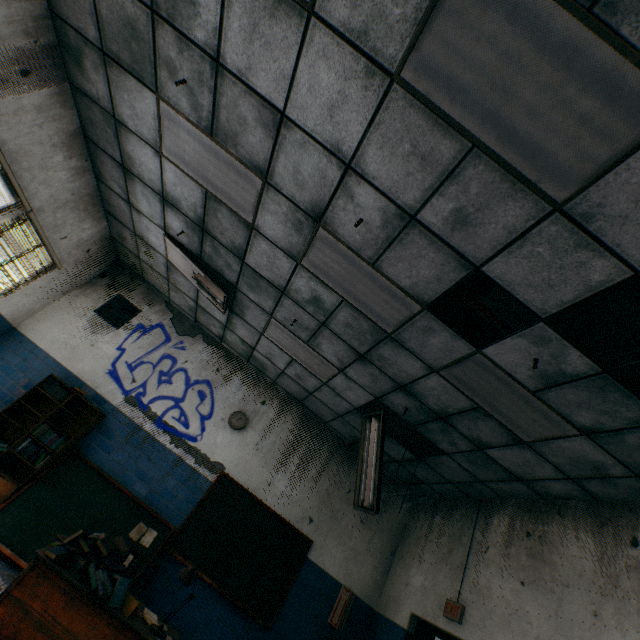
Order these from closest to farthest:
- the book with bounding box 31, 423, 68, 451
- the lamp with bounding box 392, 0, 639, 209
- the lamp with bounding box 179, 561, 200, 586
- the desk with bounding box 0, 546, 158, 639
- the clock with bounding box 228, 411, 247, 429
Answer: the lamp with bounding box 392, 0, 639, 209 → the desk with bounding box 0, 546, 158, 639 → the lamp with bounding box 179, 561, 200, 586 → the book with bounding box 31, 423, 68, 451 → the clock with bounding box 228, 411, 247, 429

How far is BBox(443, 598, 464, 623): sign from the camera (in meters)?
4.12

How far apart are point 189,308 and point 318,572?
5.2m

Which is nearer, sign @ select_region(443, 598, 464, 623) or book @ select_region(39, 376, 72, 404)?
sign @ select_region(443, 598, 464, 623)

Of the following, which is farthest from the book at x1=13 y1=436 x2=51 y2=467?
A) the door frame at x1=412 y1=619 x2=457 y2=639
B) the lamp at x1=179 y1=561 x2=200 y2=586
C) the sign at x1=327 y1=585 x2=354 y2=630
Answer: the door frame at x1=412 y1=619 x2=457 y2=639

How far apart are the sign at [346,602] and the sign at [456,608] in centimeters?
167cm

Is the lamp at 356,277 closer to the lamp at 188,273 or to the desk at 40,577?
the lamp at 188,273

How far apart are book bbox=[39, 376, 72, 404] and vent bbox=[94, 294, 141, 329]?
1.3 meters
